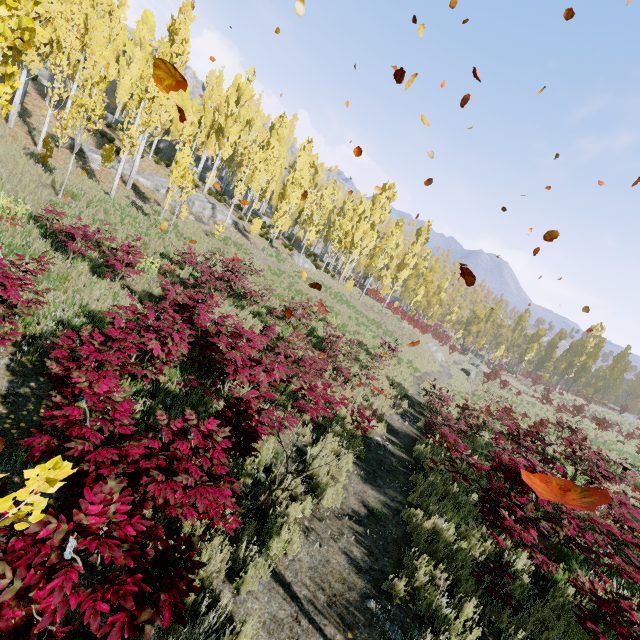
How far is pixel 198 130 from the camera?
30.27m

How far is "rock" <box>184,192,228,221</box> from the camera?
26.1 meters

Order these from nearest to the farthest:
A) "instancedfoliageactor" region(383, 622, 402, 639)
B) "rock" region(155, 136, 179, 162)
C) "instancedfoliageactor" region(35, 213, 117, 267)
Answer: "instancedfoliageactor" region(383, 622, 402, 639), "instancedfoliageactor" region(35, 213, 117, 267), "rock" region(155, 136, 179, 162)

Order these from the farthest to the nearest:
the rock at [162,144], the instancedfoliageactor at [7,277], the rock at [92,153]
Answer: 1. the rock at [162,144]
2. the rock at [92,153]
3. the instancedfoliageactor at [7,277]

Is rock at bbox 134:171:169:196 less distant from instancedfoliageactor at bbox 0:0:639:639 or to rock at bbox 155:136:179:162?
instancedfoliageactor at bbox 0:0:639:639

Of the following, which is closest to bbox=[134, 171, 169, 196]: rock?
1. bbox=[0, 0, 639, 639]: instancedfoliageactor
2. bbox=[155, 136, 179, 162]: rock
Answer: bbox=[0, 0, 639, 639]: instancedfoliageactor

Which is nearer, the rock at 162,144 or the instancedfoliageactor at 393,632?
the instancedfoliageactor at 393,632
